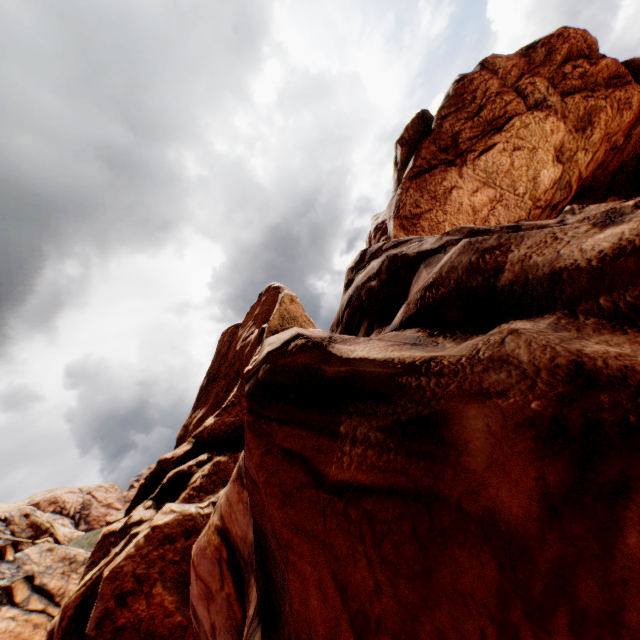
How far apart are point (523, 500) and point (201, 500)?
14.20m
